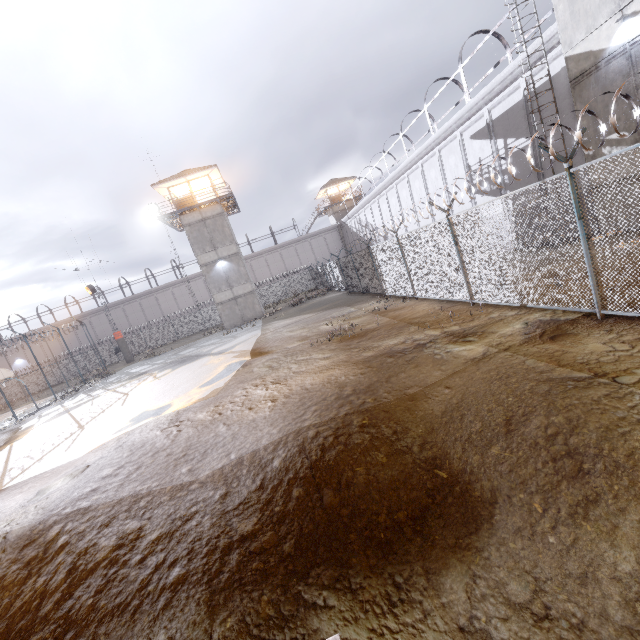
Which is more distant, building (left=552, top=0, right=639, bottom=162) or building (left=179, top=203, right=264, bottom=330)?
building (left=179, top=203, right=264, bottom=330)

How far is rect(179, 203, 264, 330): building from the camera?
30.7m

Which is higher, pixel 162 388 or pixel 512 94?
pixel 512 94

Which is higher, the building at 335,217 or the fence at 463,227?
the building at 335,217

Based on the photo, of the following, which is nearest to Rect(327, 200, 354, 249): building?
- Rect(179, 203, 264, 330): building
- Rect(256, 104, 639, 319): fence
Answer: Rect(256, 104, 639, 319): fence

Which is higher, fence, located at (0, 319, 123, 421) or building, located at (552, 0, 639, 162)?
building, located at (552, 0, 639, 162)

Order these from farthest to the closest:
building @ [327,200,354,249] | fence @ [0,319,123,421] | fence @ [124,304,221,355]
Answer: building @ [327,200,354,249] < fence @ [124,304,221,355] < fence @ [0,319,123,421]

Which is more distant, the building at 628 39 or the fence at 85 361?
the fence at 85 361
